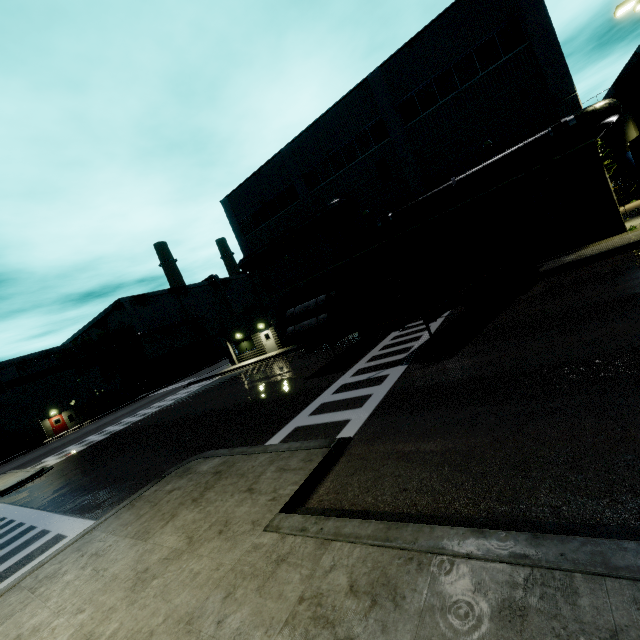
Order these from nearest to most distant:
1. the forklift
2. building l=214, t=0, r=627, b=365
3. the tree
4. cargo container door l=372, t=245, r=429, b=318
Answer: cargo container door l=372, t=245, r=429, b=318 < building l=214, t=0, r=627, b=365 < the forklift < the tree

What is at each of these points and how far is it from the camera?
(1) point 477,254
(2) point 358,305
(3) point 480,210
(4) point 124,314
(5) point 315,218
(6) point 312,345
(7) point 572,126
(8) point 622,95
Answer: (1) cargo container, 12.1m
(2) cargo container door, 10.6m
(3) roll-up door, 19.7m
(4) building, 53.1m
(5) vent duct, 24.1m
(6) semi trailer, 14.5m
(7) pipe, 15.3m
(8) building, 29.2m

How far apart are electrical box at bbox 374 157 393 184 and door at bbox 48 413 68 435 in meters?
47.6 m

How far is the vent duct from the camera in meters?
23.2

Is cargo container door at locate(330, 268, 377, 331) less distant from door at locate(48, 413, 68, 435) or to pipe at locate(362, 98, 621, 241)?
pipe at locate(362, 98, 621, 241)

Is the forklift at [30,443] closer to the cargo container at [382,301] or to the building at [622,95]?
the building at [622,95]

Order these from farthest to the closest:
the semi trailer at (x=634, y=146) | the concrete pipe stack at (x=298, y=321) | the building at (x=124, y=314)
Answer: the building at (x=124, y=314), the concrete pipe stack at (x=298, y=321), the semi trailer at (x=634, y=146)

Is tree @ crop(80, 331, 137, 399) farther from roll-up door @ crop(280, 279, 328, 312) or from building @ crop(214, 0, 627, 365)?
→ roll-up door @ crop(280, 279, 328, 312)
